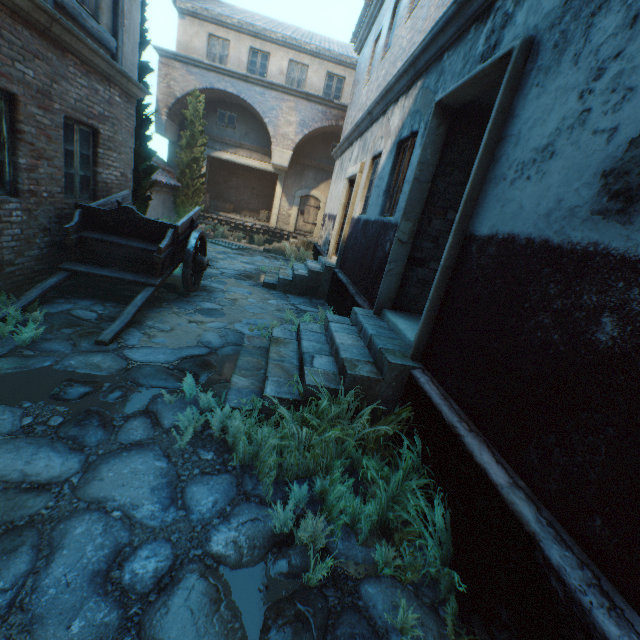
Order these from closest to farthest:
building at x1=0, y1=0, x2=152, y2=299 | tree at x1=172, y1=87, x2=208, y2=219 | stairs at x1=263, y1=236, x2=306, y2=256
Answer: building at x1=0, y1=0, x2=152, y2=299 < tree at x1=172, y1=87, x2=208, y2=219 < stairs at x1=263, y1=236, x2=306, y2=256

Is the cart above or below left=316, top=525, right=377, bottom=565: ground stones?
above

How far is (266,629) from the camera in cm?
180

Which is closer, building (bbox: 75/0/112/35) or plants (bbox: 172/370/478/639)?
plants (bbox: 172/370/478/639)

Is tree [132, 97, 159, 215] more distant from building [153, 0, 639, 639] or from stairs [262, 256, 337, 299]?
stairs [262, 256, 337, 299]

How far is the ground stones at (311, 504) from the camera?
2.60m

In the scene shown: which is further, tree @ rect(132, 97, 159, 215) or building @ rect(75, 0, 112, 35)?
tree @ rect(132, 97, 159, 215)

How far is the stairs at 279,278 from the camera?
9.0 meters
